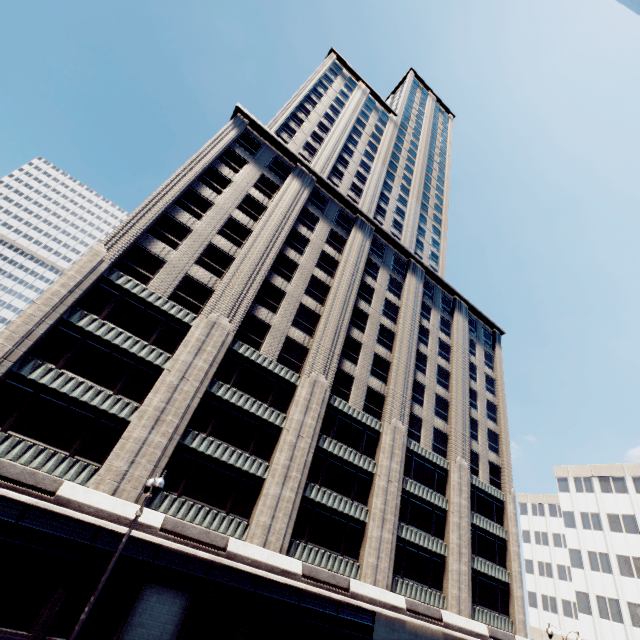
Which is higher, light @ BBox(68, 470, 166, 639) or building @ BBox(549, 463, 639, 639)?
building @ BBox(549, 463, 639, 639)

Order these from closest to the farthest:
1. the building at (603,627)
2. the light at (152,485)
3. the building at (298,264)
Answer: the light at (152,485), the building at (298,264), the building at (603,627)

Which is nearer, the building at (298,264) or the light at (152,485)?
the light at (152,485)

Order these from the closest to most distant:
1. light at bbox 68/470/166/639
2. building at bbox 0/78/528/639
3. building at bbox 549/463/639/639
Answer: light at bbox 68/470/166/639 → building at bbox 0/78/528/639 → building at bbox 549/463/639/639

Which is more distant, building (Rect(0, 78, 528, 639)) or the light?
building (Rect(0, 78, 528, 639))

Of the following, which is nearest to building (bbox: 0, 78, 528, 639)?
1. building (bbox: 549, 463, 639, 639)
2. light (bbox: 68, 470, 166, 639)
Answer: light (bbox: 68, 470, 166, 639)

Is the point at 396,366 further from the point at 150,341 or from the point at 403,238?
the point at 403,238

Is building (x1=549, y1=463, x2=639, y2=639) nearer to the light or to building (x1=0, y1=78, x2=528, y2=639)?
building (x1=0, y1=78, x2=528, y2=639)
